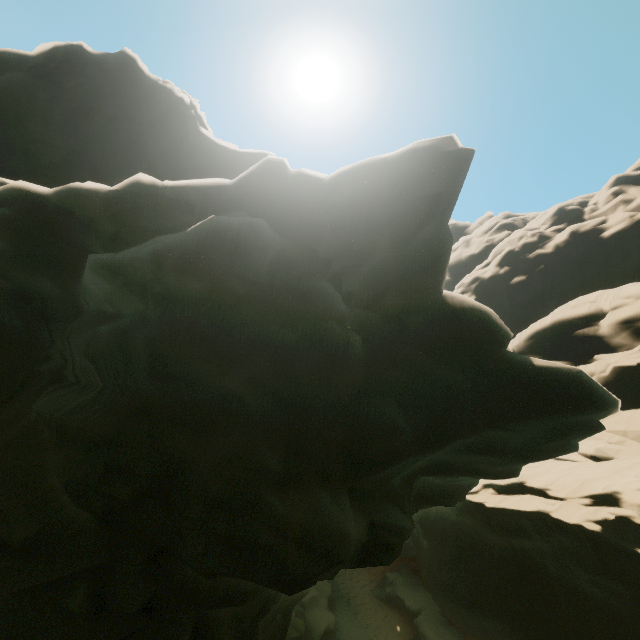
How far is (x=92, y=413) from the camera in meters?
5.3 m
